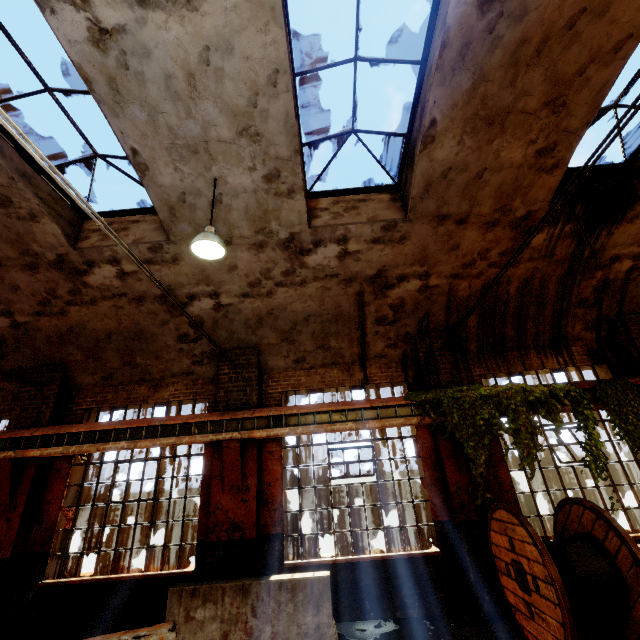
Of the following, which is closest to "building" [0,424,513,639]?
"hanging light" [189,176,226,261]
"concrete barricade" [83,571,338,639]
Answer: "hanging light" [189,176,226,261]

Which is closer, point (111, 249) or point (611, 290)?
point (111, 249)

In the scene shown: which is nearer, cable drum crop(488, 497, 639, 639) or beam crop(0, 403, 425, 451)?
cable drum crop(488, 497, 639, 639)

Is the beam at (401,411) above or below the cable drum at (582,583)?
above

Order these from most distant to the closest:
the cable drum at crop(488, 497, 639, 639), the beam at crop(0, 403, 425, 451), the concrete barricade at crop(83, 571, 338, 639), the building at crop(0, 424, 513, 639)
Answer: the beam at crop(0, 403, 425, 451), the building at crop(0, 424, 513, 639), the concrete barricade at crop(83, 571, 338, 639), the cable drum at crop(488, 497, 639, 639)

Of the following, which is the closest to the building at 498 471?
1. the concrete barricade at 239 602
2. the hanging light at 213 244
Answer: the hanging light at 213 244

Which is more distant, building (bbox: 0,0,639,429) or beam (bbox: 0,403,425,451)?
beam (bbox: 0,403,425,451)
